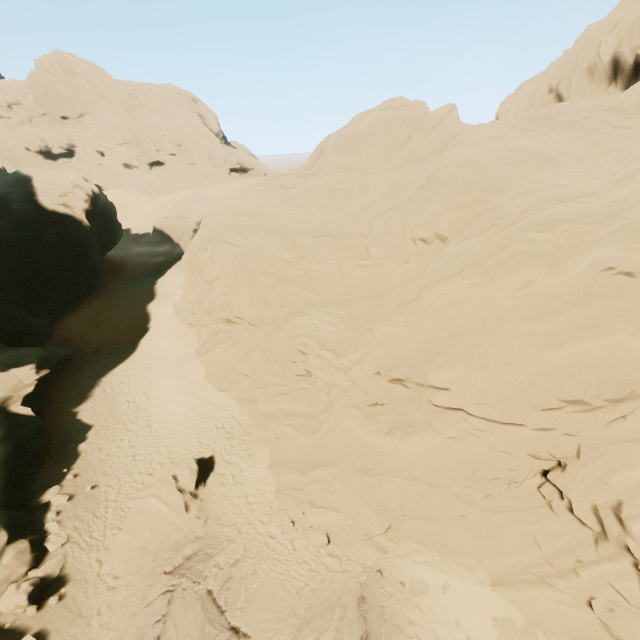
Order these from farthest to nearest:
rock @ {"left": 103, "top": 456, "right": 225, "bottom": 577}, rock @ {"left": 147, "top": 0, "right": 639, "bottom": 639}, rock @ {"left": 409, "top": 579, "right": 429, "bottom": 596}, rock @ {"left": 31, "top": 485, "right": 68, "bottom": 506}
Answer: rock @ {"left": 31, "top": 485, "right": 68, "bottom": 506}, rock @ {"left": 103, "top": 456, "right": 225, "bottom": 577}, rock @ {"left": 409, "top": 579, "right": 429, "bottom": 596}, rock @ {"left": 147, "top": 0, "right": 639, "bottom": 639}

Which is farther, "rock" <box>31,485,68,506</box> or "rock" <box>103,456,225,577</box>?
"rock" <box>31,485,68,506</box>

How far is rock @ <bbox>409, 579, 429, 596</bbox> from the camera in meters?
11.3 m

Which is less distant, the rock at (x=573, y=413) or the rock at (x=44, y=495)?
the rock at (x=573, y=413)

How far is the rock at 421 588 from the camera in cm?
1128

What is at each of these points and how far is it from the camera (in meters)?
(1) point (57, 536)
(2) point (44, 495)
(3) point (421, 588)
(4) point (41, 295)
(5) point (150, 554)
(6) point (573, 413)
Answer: (1) rock, 13.66
(2) rock, 15.16
(3) rock, 11.30
(4) rock, 27.69
(5) rock, 12.98
(6) rock, 9.55
